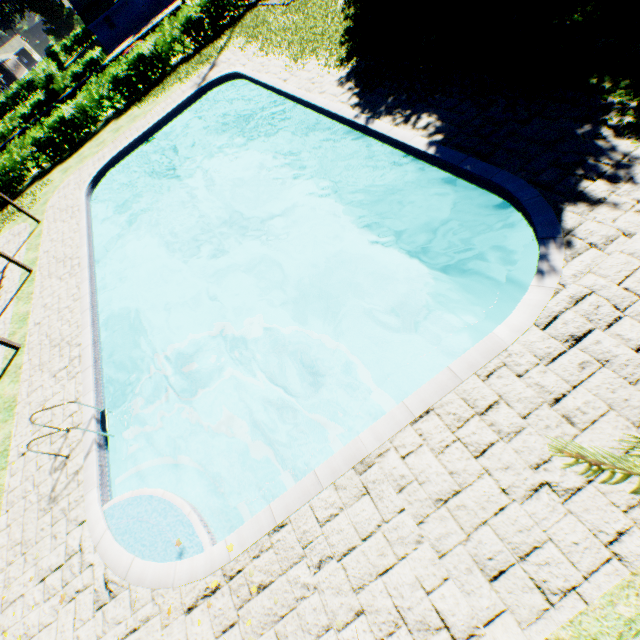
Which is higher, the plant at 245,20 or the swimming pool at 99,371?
the plant at 245,20

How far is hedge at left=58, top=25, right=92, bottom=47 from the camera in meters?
59.2 m

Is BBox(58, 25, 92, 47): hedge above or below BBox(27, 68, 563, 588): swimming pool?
above

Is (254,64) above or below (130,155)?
above

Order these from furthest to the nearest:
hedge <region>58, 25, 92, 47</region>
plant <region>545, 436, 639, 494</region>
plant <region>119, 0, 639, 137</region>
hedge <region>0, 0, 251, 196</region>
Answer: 1. hedge <region>58, 25, 92, 47</region>
2. hedge <region>0, 0, 251, 196</region>
3. plant <region>119, 0, 639, 137</region>
4. plant <region>545, 436, 639, 494</region>

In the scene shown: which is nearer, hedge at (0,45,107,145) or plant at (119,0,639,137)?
plant at (119,0,639,137)

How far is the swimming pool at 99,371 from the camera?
4.8m

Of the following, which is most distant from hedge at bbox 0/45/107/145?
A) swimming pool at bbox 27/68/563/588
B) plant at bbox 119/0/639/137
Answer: swimming pool at bbox 27/68/563/588
